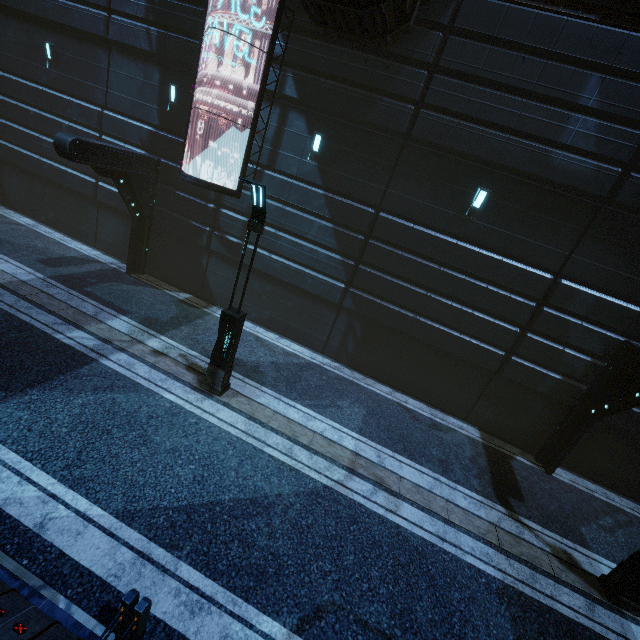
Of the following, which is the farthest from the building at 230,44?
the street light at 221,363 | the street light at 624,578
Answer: the street light at 221,363

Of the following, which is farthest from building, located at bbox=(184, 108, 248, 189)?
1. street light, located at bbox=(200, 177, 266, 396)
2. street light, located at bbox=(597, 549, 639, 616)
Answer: street light, located at bbox=(200, 177, 266, 396)

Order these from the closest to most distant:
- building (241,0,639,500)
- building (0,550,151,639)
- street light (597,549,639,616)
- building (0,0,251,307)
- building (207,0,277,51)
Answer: building (0,550,151,639) < street light (597,549,639,616) < building (241,0,639,500) < building (207,0,277,51) < building (0,0,251,307)

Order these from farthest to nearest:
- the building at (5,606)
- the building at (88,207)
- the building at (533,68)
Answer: the building at (88,207) < the building at (533,68) < the building at (5,606)

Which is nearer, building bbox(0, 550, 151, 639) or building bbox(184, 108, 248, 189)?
building bbox(0, 550, 151, 639)

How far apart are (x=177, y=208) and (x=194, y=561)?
12.23m

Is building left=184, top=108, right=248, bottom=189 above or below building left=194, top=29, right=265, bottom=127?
below
